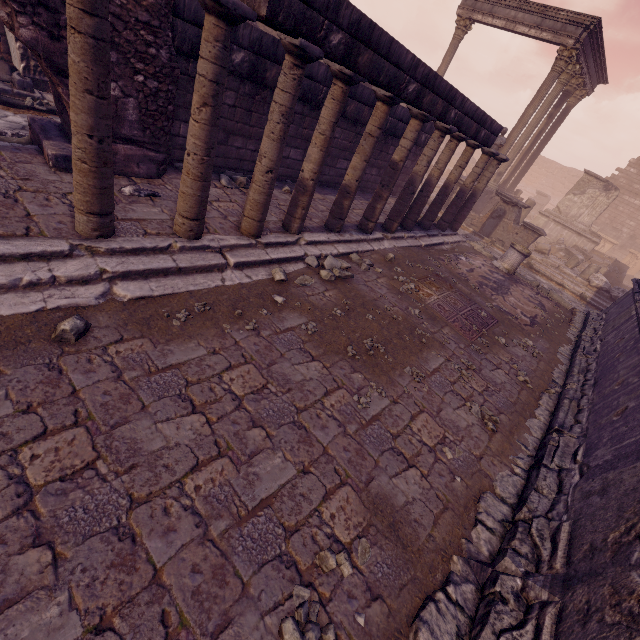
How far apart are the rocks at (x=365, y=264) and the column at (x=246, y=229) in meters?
2.0 m

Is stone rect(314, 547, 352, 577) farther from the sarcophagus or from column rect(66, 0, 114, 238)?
the sarcophagus

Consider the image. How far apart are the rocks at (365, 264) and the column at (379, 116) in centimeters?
57cm

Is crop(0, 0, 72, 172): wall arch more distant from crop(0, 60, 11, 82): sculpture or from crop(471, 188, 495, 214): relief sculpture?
crop(0, 60, 11, 82): sculpture

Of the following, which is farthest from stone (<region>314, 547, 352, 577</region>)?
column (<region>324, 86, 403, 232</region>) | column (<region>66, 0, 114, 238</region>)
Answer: column (<region>324, 86, 403, 232</region>)

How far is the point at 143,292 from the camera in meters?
3.7

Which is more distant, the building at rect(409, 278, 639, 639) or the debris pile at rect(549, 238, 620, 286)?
the debris pile at rect(549, 238, 620, 286)

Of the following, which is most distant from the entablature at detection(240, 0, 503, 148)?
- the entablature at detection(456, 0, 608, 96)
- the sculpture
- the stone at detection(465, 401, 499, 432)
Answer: the entablature at detection(456, 0, 608, 96)
